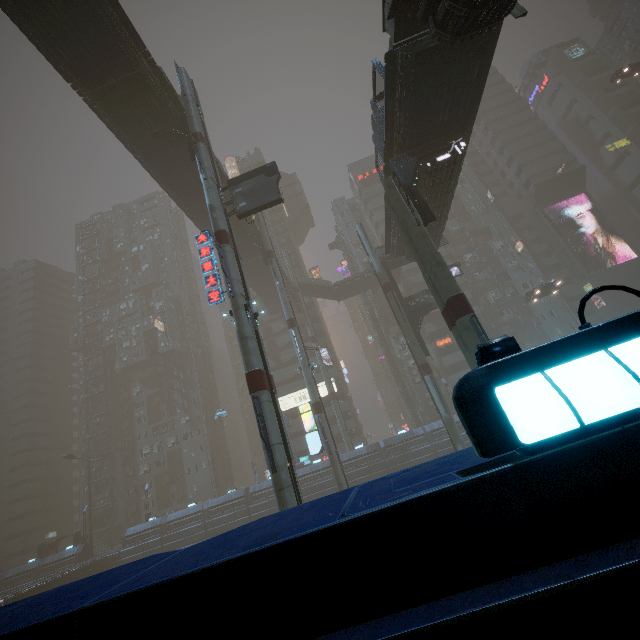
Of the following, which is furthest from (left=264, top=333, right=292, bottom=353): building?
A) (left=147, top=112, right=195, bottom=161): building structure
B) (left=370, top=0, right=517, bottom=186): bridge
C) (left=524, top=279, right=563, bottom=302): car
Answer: (left=147, top=112, right=195, bottom=161): building structure

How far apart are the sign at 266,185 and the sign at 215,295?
3.70m

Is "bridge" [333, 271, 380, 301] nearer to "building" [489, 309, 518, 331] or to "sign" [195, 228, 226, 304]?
"building" [489, 309, 518, 331]

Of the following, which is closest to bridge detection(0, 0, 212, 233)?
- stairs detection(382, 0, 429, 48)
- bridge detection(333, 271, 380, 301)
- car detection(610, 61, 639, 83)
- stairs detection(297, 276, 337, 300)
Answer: stairs detection(297, 276, 337, 300)

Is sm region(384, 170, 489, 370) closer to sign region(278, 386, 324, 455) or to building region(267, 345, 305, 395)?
building region(267, 345, 305, 395)

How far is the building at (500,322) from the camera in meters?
53.8

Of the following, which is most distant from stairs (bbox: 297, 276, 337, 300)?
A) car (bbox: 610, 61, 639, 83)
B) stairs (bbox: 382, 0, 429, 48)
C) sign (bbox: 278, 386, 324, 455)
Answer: stairs (bbox: 382, 0, 429, 48)

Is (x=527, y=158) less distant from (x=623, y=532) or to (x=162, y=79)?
(x=162, y=79)
